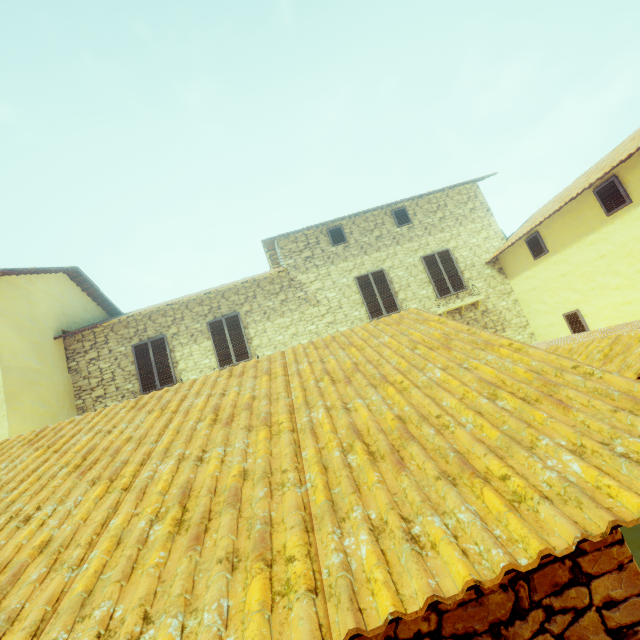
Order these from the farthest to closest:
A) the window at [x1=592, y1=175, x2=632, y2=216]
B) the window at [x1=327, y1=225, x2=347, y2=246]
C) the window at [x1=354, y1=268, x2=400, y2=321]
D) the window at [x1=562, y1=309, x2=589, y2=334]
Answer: the window at [x1=327, y1=225, x2=347, y2=246] < the window at [x1=354, y1=268, x2=400, y2=321] < the window at [x1=562, y1=309, x2=589, y2=334] < the window at [x1=592, y1=175, x2=632, y2=216]

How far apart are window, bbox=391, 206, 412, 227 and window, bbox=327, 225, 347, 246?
1.92m

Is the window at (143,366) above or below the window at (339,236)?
below

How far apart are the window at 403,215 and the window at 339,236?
1.9m

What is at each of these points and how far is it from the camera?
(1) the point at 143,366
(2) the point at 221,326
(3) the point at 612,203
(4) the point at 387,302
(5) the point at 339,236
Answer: (1) window, 10.3m
(2) window, 10.6m
(3) window, 7.3m
(4) window, 11.0m
(5) window, 11.5m

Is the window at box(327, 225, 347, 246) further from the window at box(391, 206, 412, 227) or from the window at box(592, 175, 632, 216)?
the window at box(592, 175, 632, 216)

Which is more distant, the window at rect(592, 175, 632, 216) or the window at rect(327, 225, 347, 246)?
the window at rect(327, 225, 347, 246)

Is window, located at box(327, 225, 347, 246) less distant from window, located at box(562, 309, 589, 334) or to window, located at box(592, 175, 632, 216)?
window, located at box(592, 175, 632, 216)
